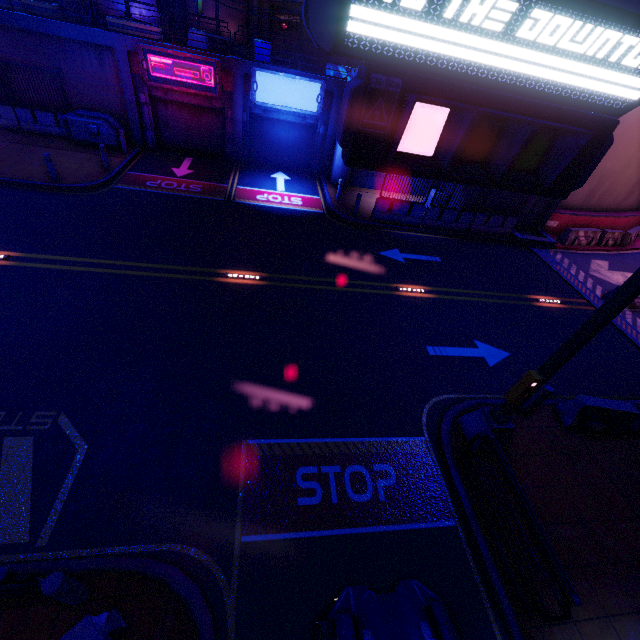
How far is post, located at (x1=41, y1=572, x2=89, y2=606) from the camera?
3.83m

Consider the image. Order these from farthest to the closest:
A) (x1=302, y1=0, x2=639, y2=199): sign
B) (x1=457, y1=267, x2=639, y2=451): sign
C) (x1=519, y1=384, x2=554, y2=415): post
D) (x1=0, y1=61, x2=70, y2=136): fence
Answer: (x1=0, y1=61, x2=70, y2=136): fence, (x1=519, y1=384, x2=554, y2=415): post, (x1=457, y1=267, x2=639, y2=451): sign, (x1=302, y1=0, x2=639, y2=199): sign

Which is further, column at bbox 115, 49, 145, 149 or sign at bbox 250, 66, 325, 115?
sign at bbox 250, 66, 325, 115

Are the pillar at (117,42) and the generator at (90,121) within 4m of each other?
yes

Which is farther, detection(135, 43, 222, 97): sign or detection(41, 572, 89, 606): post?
detection(135, 43, 222, 97): sign

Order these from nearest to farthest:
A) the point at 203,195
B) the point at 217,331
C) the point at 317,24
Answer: the point at 317,24, the point at 217,331, the point at 203,195

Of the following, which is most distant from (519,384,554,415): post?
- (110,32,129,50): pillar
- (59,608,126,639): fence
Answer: (110,32,129,50): pillar

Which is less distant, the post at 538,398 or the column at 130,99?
the post at 538,398
